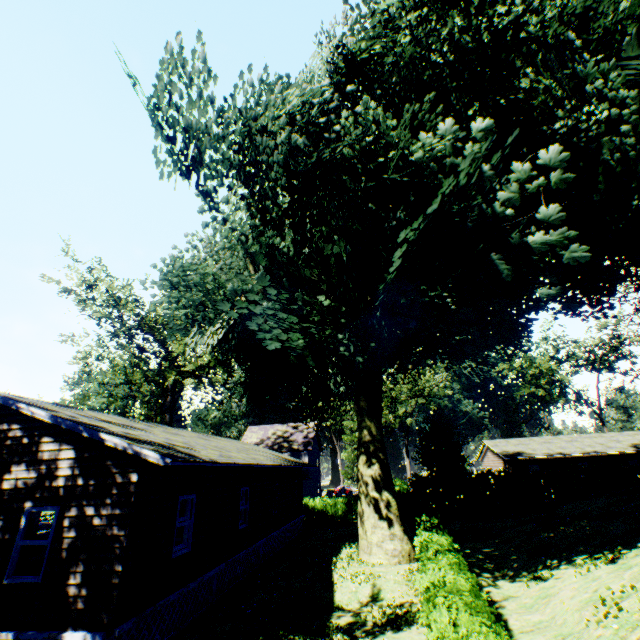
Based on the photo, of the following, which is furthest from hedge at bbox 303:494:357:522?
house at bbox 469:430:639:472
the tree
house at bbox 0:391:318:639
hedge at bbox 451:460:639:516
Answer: the tree

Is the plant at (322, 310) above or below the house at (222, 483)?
above

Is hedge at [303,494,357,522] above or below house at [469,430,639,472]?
below

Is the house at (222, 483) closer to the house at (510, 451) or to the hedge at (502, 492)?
the hedge at (502, 492)

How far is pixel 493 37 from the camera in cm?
1027

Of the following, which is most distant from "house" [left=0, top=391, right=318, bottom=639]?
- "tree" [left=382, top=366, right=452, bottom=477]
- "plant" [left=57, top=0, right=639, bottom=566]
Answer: "tree" [left=382, top=366, right=452, bottom=477]

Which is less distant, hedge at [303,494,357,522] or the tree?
hedge at [303,494,357,522]

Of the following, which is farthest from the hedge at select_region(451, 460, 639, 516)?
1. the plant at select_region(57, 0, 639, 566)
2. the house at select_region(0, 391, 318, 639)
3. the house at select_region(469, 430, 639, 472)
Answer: the house at select_region(0, 391, 318, 639)
